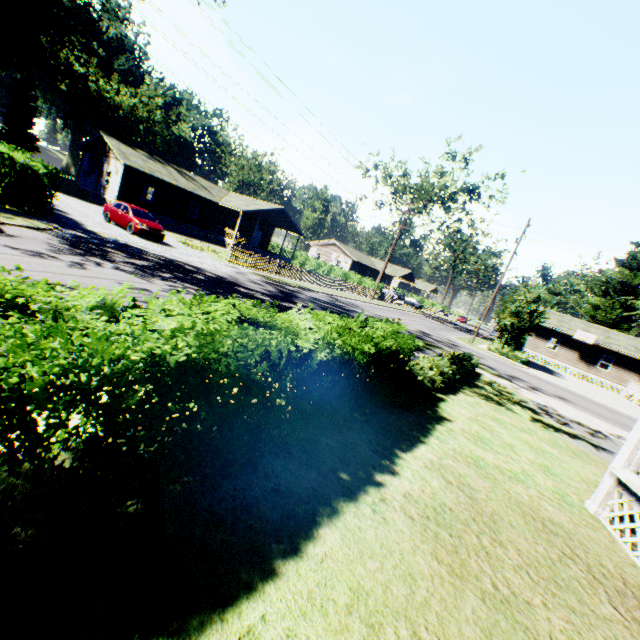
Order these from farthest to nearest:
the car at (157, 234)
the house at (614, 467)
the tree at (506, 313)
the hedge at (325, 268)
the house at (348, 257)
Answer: the house at (348, 257) → the hedge at (325, 268) → the tree at (506, 313) → the car at (157, 234) → the house at (614, 467)

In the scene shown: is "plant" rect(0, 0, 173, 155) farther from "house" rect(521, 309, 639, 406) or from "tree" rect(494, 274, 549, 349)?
"tree" rect(494, 274, 549, 349)

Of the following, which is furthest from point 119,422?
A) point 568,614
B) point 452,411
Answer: point 452,411

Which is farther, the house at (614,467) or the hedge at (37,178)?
the hedge at (37,178)

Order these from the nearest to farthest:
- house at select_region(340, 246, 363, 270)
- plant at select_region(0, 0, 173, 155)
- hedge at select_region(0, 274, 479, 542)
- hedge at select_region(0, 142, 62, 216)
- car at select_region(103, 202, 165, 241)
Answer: hedge at select_region(0, 274, 479, 542) → hedge at select_region(0, 142, 62, 216) → car at select_region(103, 202, 165, 241) → plant at select_region(0, 0, 173, 155) → house at select_region(340, 246, 363, 270)

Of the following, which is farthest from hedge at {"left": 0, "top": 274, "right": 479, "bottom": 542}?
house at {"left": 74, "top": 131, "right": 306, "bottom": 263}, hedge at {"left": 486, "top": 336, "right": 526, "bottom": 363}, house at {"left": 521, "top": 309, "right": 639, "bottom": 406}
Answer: house at {"left": 521, "top": 309, "right": 639, "bottom": 406}

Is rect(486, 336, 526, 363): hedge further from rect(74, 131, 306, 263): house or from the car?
the car

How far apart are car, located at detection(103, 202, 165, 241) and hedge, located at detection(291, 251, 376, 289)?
27.99m
